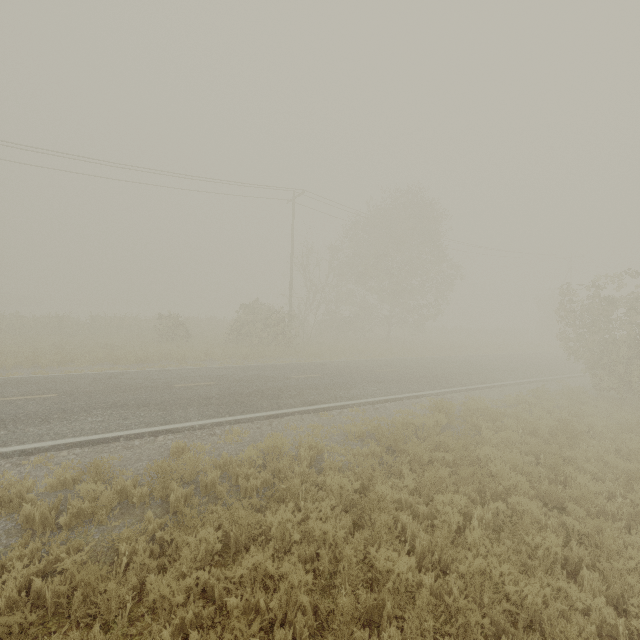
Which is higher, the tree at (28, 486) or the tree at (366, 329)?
the tree at (366, 329)

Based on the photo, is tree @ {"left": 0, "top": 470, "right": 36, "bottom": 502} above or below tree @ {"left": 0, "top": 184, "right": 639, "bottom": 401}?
below

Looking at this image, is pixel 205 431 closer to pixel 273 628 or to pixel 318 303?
pixel 273 628

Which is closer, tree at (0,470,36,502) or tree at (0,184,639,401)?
tree at (0,470,36,502)

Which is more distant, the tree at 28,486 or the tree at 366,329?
the tree at 366,329
